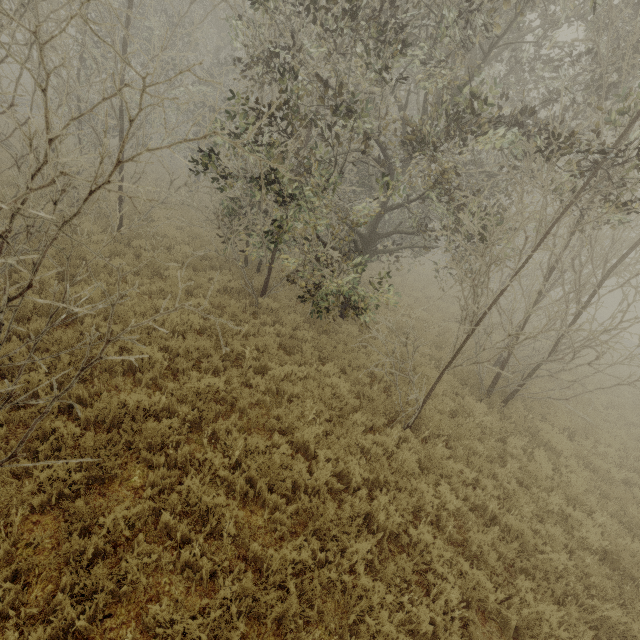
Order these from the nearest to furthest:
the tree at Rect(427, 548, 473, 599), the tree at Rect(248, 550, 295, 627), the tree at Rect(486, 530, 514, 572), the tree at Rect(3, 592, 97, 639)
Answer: the tree at Rect(3, 592, 97, 639) < the tree at Rect(248, 550, 295, 627) < the tree at Rect(427, 548, 473, 599) < the tree at Rect(486, 530, 514, 572)

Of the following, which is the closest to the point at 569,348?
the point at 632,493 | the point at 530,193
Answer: the point at 632,493

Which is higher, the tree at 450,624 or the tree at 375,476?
the tree at 375,476

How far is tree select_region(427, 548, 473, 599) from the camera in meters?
4.3 m

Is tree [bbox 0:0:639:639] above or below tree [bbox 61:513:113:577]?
above

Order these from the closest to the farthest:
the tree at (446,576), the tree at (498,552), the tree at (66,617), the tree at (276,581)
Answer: the tree at (66,617)
the tree at (276,581)
the tree at (446,576)
the tree at (498,552)

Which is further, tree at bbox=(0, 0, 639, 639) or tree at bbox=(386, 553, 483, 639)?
tree at bbox=(0, 0, 639, 639)
